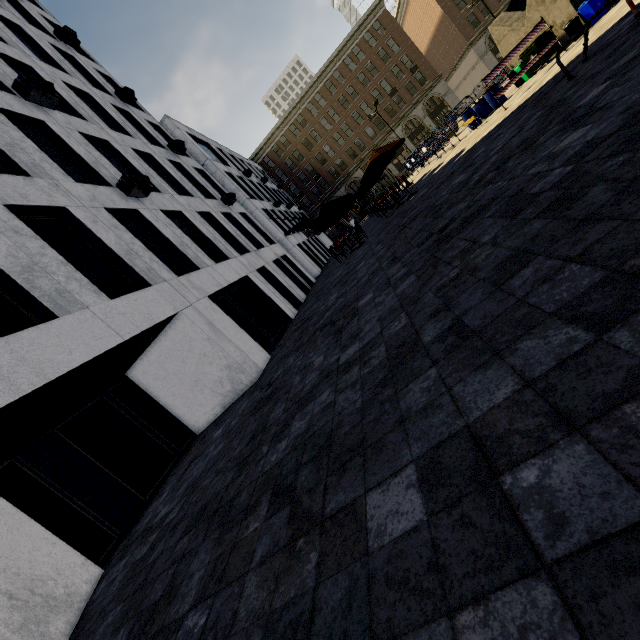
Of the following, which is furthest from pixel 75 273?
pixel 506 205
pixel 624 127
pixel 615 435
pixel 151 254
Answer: pixel 624 127

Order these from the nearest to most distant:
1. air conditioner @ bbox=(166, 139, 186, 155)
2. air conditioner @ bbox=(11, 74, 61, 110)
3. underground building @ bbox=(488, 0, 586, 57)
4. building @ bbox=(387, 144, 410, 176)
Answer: air conditioner @ bbox=(11, 74, 61, 110) → underground building @ bbox=(488, 0, 586, 57) → air conditioner @ bbox=(166, 139, 186, 155) → building @ bbox=(387, 144, 410, 176)

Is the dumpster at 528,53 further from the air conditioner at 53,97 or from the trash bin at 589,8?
the air conditioner at 53,97

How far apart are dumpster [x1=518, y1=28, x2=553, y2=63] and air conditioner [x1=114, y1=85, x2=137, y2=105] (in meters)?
19.86

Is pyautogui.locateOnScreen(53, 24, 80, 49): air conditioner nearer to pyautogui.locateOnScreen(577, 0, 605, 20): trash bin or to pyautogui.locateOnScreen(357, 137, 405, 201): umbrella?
pyautogui.locateOnScreen(357, 137, 405, 201): umbrella

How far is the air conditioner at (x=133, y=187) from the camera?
10.3m

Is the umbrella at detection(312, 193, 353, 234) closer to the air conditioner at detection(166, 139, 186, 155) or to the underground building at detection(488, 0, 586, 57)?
the underground building at detection(488, 0, 586, 57)

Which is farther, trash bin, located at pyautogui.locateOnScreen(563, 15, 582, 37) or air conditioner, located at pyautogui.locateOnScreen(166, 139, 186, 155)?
air conditioner, located at pyautogui.locateOnScreen(166, 139, 186, 155)
